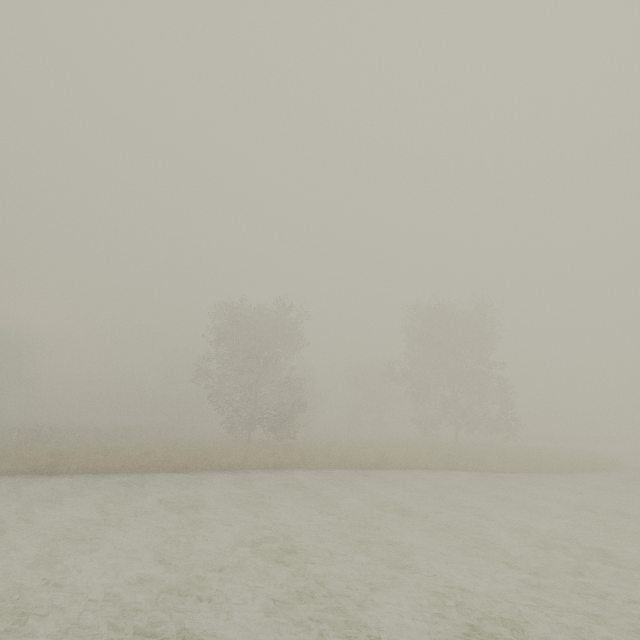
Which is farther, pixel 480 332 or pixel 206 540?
pixel 480 332
